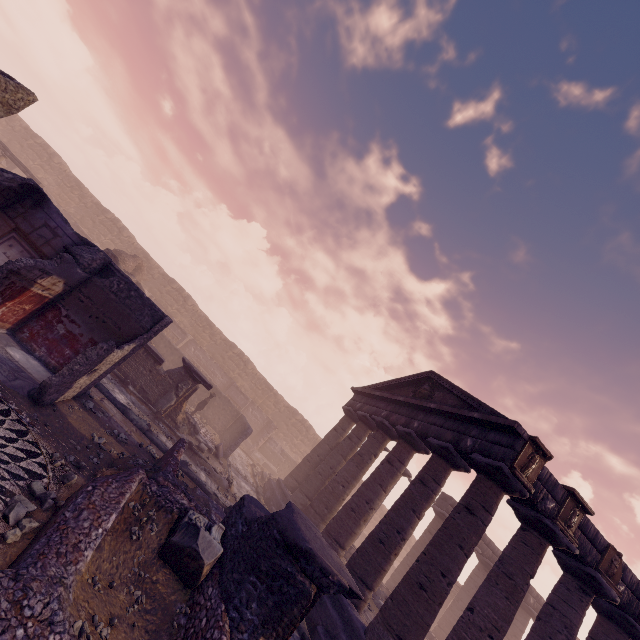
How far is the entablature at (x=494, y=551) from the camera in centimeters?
2027cm

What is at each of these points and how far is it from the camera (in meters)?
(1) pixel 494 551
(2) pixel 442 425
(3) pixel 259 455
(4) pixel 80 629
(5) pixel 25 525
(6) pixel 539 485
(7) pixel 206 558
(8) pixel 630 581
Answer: (1) entablature, 20.52
(2) entablature, 11.83
(3) building debris, 24.86
(4) stone, 3.23
(5) rocks, 3.87
(6) entablature, 9.07
(7) building debris, 4.82
(8) entablature, 9.75

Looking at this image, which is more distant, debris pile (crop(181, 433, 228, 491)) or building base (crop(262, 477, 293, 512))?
building base (crop(262, 477, 293, 512))

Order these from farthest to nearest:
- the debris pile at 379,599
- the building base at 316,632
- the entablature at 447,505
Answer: the entablature at 447,505
the debris pile at 379,599
the building base at 316,632

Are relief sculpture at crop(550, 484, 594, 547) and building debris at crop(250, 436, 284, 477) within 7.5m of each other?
no

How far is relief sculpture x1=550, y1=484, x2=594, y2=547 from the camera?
8.97m

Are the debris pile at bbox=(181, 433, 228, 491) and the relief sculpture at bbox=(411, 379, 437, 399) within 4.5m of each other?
no

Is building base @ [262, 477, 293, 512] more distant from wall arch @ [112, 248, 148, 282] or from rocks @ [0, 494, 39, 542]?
wall arch @ [112, 248, 148, 282]
